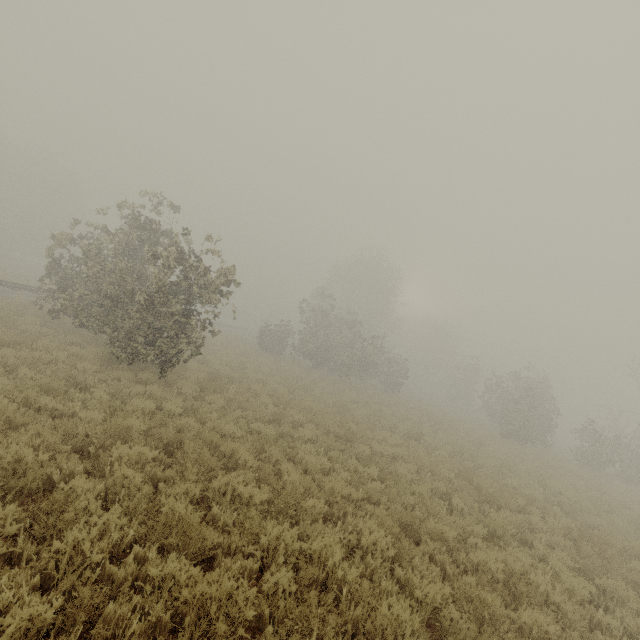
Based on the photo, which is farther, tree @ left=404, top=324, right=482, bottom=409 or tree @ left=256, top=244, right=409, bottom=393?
tree @ left=404, top=324, right=482, bottom=409

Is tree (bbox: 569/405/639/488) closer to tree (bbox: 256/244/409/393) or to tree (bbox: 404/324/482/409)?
tree (bbox: 256/244/409/393)

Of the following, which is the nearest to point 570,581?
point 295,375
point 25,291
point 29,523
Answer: point 29,523

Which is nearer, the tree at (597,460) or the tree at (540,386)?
the tree at (597,460)

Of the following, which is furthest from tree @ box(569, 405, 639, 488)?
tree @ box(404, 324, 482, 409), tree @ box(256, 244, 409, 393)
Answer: tree @ box(404, 324, 482, 409)

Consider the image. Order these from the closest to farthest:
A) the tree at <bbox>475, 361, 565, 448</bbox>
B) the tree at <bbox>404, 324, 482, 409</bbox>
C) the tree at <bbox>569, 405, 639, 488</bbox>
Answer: the tree at <bbox>569, 405, 639, 488</bbox> < the tree at <bbox>475, 361, 565, 448</bbox> < the tree at <bbox>404, 324, 482, 409</bbox>

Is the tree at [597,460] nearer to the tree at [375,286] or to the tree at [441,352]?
the tree at [375,286]
